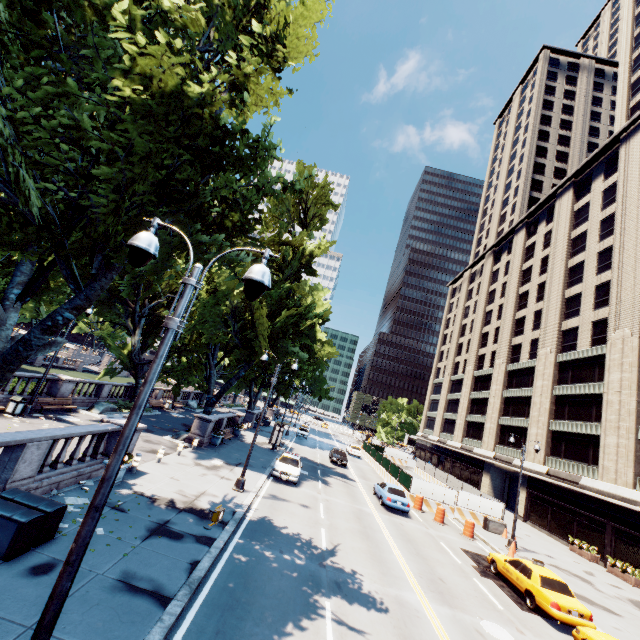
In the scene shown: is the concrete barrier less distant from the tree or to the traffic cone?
the traffic cone

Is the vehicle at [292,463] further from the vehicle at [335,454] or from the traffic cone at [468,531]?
the traffic cone at [468,531]

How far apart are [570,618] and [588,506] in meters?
20.1 m

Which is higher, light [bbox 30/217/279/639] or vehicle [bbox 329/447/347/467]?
light [bbox 30/217/279/639]

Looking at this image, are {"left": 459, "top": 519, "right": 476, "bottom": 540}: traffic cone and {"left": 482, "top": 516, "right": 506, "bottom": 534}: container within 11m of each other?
yes

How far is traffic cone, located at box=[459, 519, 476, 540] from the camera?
22.0 meters

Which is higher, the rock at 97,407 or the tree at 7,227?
the tree at 7,227

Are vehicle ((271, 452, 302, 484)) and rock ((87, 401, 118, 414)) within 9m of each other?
no
